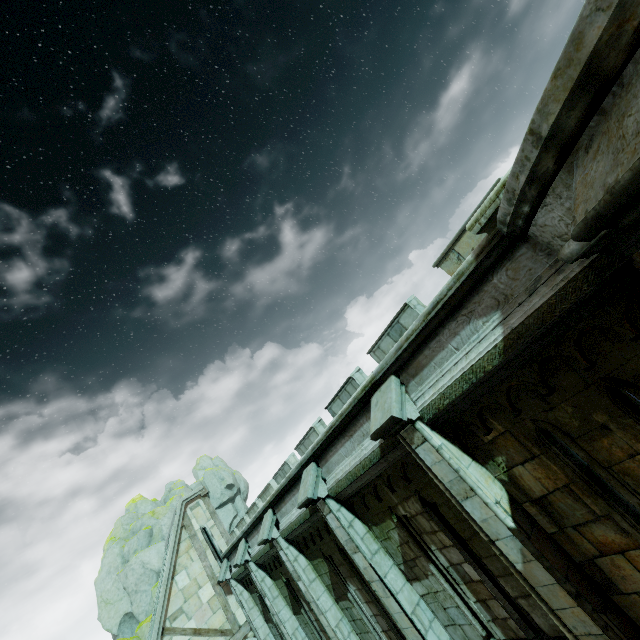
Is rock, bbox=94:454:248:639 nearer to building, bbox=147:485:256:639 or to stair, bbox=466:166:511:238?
building, bbox=147:485:256:639

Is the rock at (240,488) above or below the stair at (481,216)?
above

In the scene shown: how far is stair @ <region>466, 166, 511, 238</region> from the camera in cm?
342

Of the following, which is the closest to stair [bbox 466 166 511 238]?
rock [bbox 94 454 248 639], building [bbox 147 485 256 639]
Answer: building [bbox 147 485 256 639]

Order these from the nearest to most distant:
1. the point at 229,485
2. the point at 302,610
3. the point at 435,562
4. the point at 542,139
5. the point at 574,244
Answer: the point at 542,139
the point at 574,244
the point at 435,562
the point at 302,610
the point at 229,485

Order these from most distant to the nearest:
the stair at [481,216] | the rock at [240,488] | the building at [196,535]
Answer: the rock at [240,488] → the building at [196,535] → the stair at [481,216]

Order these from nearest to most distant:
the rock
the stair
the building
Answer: the stair
the building
the rock
